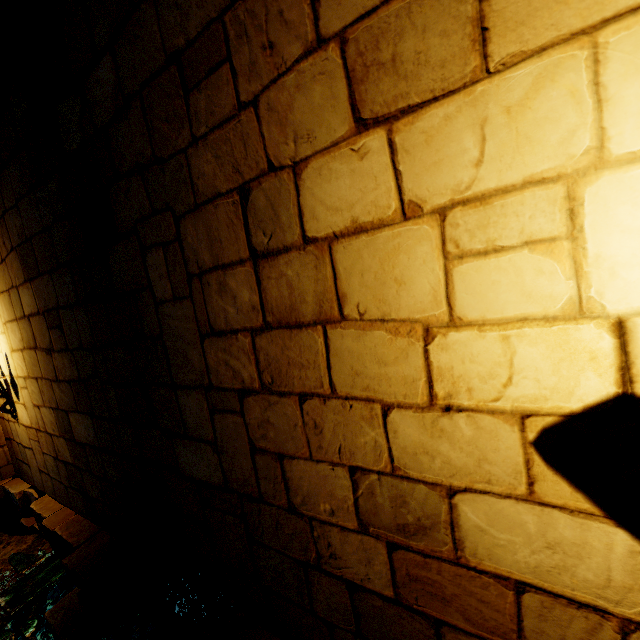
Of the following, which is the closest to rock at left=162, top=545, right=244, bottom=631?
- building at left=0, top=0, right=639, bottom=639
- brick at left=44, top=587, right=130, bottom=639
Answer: building at left=0, top=0, right=639, bottom=639

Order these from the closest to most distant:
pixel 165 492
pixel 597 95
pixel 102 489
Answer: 1. pixel 597 95
2. pixel 165 492
3. pixel 102 489

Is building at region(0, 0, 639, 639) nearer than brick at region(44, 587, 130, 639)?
Yes

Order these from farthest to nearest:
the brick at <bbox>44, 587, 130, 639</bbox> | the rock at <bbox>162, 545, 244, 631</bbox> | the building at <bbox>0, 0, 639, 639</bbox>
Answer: the brick at <bbox>44, 587, 130, 639</bbox>, the rock at <bbox>162, 545, 244, 631</bbox>, the building at <bbox>0, 0, 639, 639</bbox>

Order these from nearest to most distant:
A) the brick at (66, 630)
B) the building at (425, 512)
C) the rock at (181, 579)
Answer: the building at (425, 512) → the rock at (181, 579) → the brick at (66, 630)

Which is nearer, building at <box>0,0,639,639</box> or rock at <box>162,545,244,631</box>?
building at <box>0,0,639,639</box>

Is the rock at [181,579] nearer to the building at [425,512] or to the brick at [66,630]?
the building at [425,512]
